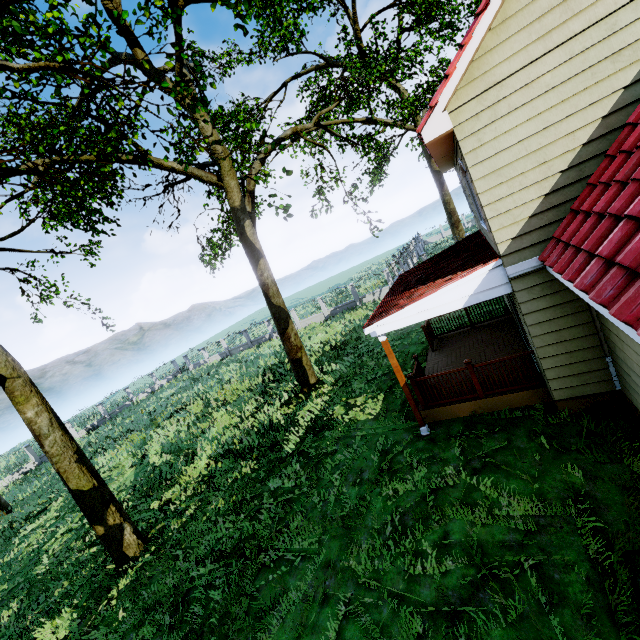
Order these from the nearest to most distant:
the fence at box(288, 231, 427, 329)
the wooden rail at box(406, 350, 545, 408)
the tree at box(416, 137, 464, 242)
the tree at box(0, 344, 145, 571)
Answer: the wooden rail at box(406, 350, 545, 408)
the tree at box(0, 344, 145, 571)
the fence at box(288, 231, 427, 329)
the tree at box(416, 137, 464, 242)

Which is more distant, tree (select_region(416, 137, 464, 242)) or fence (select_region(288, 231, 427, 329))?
tree (select_region(416, 137, 464, 242))

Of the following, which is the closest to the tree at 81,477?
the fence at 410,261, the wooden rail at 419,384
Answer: the fence at 410,261

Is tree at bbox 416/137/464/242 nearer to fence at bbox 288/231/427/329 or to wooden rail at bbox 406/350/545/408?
fence at bbox 288/231/427/329

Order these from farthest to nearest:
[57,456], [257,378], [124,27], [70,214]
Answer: [257,378], [124,27], [70,214], [57,456]

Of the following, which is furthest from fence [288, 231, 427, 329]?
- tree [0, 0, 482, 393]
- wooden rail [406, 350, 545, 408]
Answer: wooden rail [406, 350, 545, 408]

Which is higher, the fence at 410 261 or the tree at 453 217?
the tree at 453 217

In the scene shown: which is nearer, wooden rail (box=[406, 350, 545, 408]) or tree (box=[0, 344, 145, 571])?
wooden rail (box=[406, 350, 545, 408])
